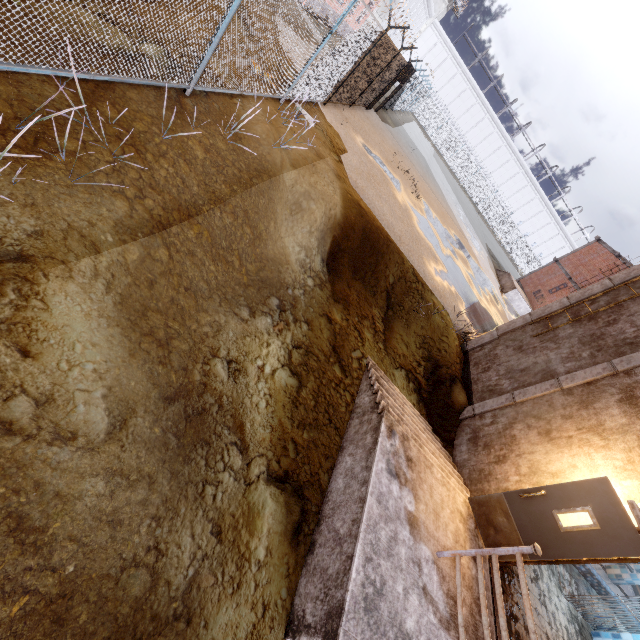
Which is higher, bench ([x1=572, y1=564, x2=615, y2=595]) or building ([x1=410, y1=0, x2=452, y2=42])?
building ([x1=410, y1=0, x2=452, y2=42])

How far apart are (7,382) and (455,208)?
30.1m

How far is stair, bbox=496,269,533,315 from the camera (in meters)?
23.64

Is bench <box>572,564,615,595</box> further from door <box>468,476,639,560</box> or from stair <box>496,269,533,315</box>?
stair <box>496,269,533,315</box>

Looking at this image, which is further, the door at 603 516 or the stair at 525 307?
the stair at 525 307

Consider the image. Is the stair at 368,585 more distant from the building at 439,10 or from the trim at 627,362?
the building at 439,10

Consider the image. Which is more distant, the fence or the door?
the fence

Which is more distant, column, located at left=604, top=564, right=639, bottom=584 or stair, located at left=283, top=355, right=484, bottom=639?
column, located at left=604, top=564, right=639, bottom=584
